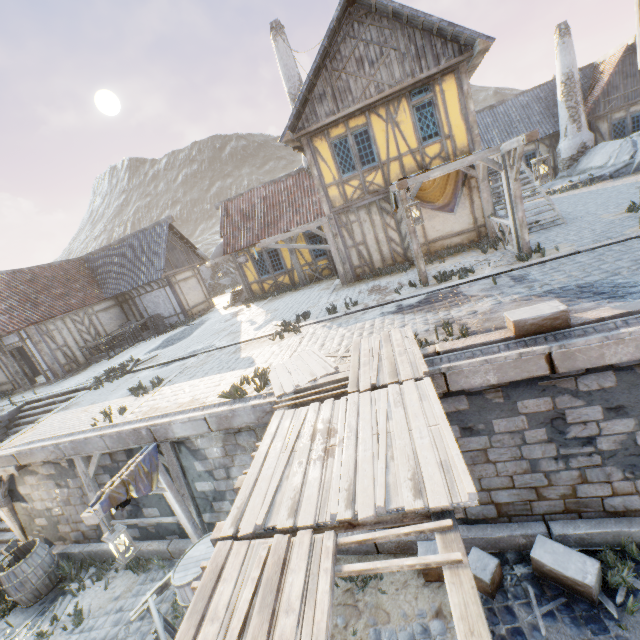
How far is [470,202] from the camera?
11.7 meters

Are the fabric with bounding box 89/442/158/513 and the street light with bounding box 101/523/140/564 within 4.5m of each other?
yes

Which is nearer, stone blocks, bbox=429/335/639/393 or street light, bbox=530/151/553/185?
stone blocks, bbox=429/335/639/393

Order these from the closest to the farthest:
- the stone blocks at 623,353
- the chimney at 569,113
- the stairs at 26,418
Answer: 1. the stone blocks at 623,353
2. the stairs at 26,418
3. the chimney at 569,113

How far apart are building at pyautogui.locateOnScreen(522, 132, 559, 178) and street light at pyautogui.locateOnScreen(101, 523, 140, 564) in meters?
24.5

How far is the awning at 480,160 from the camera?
8.52m

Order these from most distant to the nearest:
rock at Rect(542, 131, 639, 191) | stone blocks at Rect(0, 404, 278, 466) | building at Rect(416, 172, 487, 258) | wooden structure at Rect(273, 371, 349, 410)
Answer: rock at Rect(542, 131, 639, 191) → building at Rect(416, 172, 487, 258) → stone blocks at Rect(0, 404, 278, 466) → wooden structure at Rect(273, 371, 349, 410)

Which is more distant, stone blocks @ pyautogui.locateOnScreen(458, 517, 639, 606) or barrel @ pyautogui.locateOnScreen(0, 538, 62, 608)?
barrel @ pyautogui.locateOnScreen(0, 538, 62, 608)
